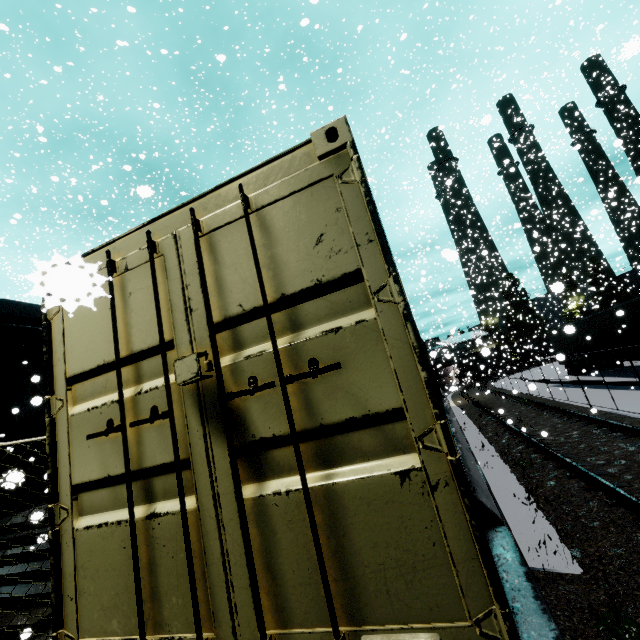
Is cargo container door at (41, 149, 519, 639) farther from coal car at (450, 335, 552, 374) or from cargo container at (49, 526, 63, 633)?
coal car at (450, 335, 552, 374)

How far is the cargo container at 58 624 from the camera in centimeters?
191cm

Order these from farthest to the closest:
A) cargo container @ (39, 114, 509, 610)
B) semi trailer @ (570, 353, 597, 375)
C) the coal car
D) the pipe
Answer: the coal car, semi trailer @ (570, 353, 597, 375), the pipe, cargo container @ (39, 114, 509, 610)

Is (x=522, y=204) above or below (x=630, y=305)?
above

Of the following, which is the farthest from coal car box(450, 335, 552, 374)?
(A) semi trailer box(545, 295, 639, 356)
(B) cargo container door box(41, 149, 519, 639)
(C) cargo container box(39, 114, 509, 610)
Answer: (B) cargo container door box(41, 149, 519, 639)

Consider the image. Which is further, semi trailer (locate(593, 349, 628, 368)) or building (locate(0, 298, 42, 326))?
semi trailer (locate(593, 349, 628, 368))

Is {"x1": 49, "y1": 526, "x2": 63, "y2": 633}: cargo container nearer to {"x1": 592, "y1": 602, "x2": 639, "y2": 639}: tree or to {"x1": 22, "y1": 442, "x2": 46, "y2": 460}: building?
{"x1": 22, "y1": 442, "x2": 46, "y2": 460}: building

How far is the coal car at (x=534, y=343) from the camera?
33.6m
